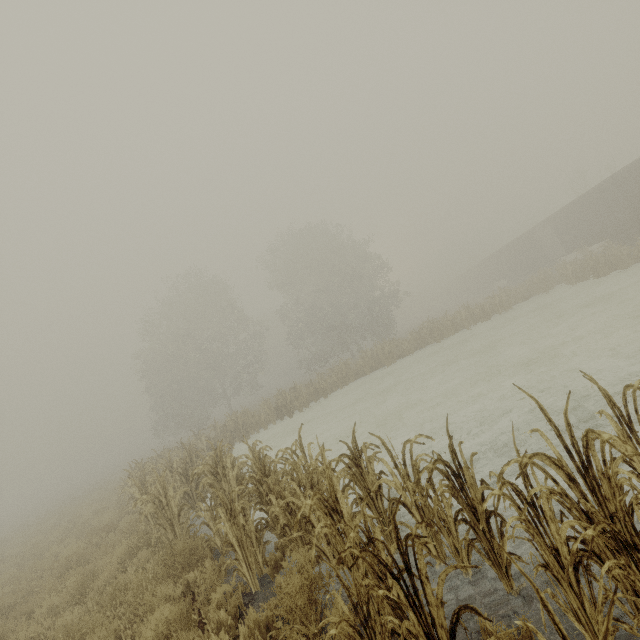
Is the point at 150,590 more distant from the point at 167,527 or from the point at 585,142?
the point at 585,142

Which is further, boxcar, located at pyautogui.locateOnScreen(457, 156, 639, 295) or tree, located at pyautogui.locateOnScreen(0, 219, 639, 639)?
boxcar, located at pyautogui.locateOnScreen(457, 156, 639, 295)

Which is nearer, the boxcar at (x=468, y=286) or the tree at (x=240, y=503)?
the tree at (x=240, y=503)
